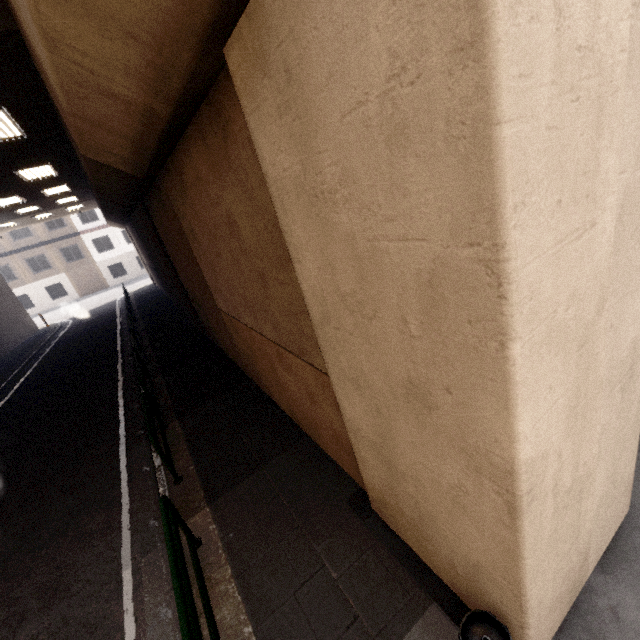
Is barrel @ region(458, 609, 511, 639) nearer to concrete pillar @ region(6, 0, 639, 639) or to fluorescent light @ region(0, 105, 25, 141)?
concrete pillar @ region(6, 0, 639, 639)

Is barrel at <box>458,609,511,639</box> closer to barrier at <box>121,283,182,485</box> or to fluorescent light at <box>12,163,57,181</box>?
barrier at <box>121,283,182,485</box>

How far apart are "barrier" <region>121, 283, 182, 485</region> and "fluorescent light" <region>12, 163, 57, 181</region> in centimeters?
736cm

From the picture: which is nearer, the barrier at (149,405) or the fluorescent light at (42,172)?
the barrier at (149,405)

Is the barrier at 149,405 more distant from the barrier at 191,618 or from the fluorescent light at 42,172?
the fluorescent light at 42,172

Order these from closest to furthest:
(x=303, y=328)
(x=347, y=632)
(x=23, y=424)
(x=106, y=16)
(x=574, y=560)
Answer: (x=106, y=16)
(x=574, y=560)
(x=347, y=632)
(x=303, y=328)
(x=23, y=424)

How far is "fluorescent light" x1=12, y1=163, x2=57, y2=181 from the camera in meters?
10.4

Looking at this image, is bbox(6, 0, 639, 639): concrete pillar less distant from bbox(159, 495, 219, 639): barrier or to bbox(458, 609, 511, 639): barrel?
bbox(458, 609, 511, 639): barrel
